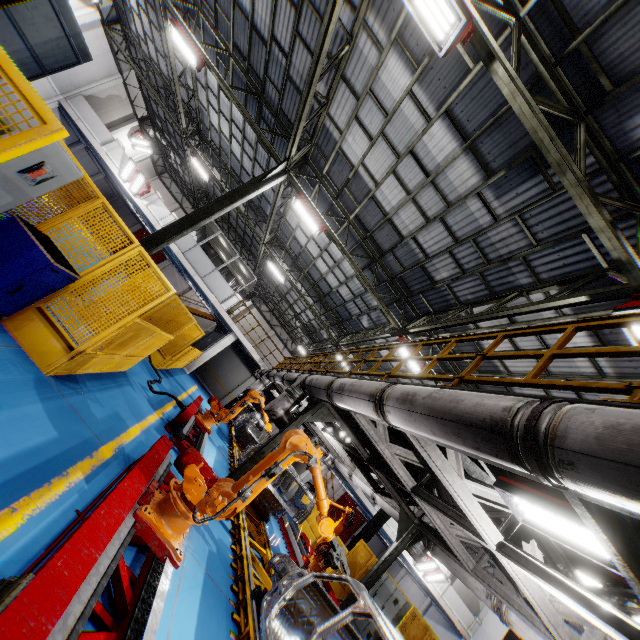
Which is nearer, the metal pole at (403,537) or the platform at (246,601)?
the platform at (246,601)

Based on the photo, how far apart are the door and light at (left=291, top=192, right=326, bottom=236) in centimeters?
3028cm

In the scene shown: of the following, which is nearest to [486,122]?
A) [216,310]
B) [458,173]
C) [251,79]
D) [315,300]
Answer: [458,173]

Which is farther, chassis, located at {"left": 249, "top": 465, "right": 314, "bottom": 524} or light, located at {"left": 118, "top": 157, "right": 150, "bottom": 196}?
light, located at {"left": 118, "top": 157, "right": 150, "bottom": 196}

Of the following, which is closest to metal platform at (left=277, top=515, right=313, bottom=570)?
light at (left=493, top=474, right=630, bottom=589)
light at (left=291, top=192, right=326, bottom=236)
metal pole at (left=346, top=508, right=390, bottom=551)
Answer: metal pole at (left=346, top=508, right=390, bottom=551)

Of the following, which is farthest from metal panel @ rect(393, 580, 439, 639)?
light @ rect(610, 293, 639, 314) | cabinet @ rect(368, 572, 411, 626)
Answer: light @ rect(610, 293, 639, 314)

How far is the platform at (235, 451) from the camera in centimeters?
1236cm

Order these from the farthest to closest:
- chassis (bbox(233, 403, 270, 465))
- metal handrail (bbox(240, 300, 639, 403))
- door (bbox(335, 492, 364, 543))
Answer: door (bbox(335, 492, 364, 543)) → chassis (bbox(233, 403, 270, 465)) → metal handrail (bbox(240, 300, 639, 403))
